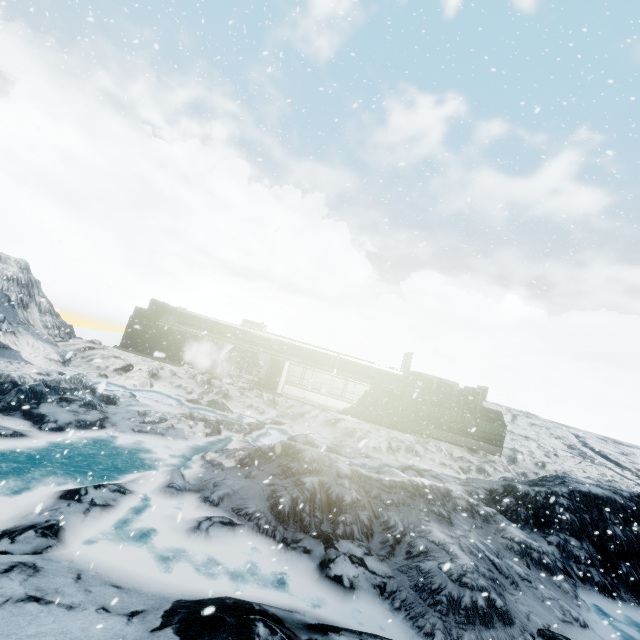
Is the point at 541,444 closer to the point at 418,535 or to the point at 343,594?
the point at 418,535
